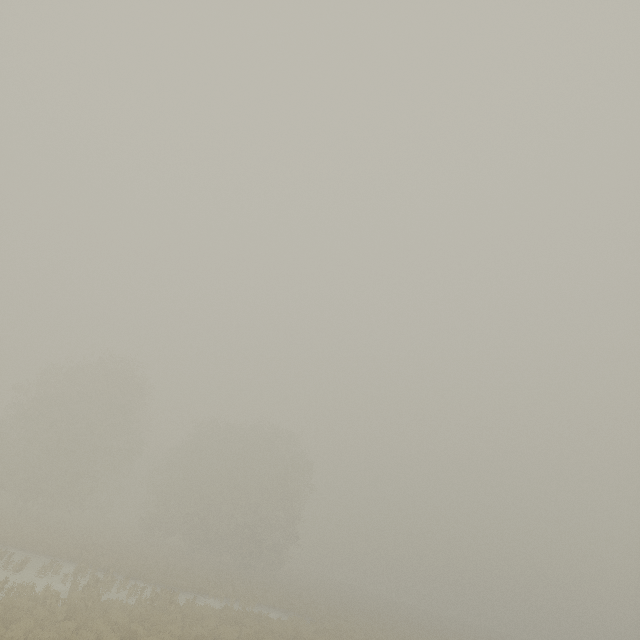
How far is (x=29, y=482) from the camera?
33.1 meters
